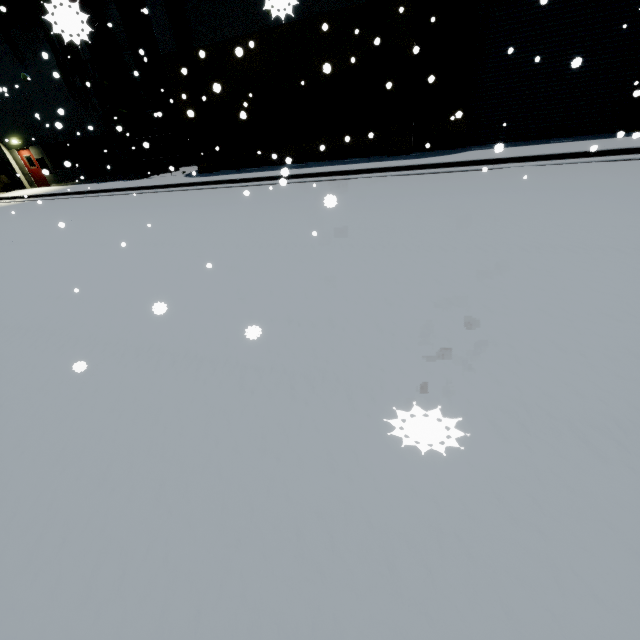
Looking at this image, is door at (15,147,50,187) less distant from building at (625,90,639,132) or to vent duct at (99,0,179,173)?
building at (625,90,639,132)

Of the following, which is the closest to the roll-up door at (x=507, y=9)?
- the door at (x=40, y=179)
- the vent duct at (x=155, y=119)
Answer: the vent duct at (x=155, y=119)

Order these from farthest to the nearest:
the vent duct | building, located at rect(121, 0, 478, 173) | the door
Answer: the door
the vent duct
building, located at rect(121, 0, 478, 173)

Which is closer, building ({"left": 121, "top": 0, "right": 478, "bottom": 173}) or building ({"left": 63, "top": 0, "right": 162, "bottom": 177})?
building ({"left": 121, "top": 0, "right": 478, "bottom": 173})

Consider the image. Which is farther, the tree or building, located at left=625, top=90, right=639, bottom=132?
the tree

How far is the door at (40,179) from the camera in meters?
20.9

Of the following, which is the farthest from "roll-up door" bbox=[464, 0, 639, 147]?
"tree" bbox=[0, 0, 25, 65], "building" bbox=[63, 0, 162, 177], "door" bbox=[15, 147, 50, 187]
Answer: "door" bbox=[15, 147, 50, 187]

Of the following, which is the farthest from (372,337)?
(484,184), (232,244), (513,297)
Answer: (484,184)
